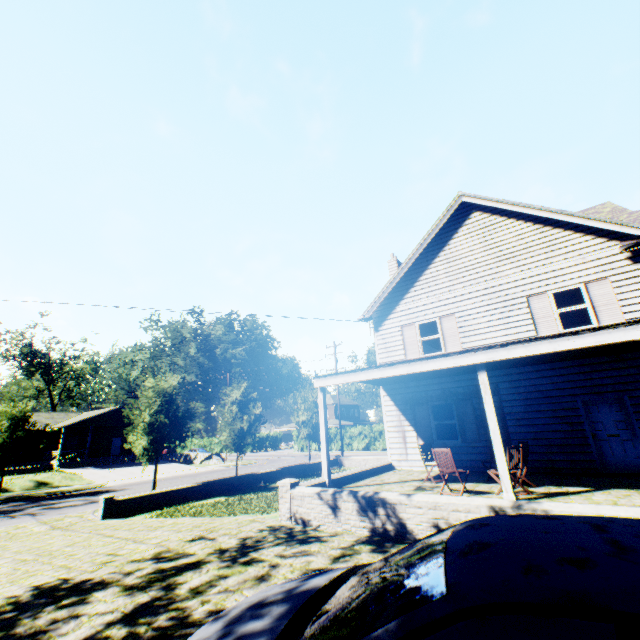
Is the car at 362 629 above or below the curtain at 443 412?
below

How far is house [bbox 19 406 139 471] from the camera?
34.9m

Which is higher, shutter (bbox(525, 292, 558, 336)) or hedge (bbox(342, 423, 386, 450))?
shutter (bbox(525, 292, 558, 336))

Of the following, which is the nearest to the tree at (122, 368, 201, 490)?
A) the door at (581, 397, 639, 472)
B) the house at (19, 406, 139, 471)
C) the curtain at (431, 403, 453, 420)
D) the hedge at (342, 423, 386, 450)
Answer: the house at (19, 406, 139, 471)

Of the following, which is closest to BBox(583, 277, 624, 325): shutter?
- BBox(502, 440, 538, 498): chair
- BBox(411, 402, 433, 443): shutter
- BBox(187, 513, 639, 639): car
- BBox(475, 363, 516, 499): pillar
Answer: BBox(502, 440, 538, 498): chair

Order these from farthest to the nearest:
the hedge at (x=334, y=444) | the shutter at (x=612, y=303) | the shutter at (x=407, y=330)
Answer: the hedge at (x=334, y=444), the shutter at (x=407, y=330), the shutter at (x=612, y=303)

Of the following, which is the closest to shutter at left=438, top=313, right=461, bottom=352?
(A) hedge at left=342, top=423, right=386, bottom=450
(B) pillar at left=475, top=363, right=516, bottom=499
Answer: (B) pillar at left=475, top=363, right=516, bottom=499

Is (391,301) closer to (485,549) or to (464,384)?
(464,384)
